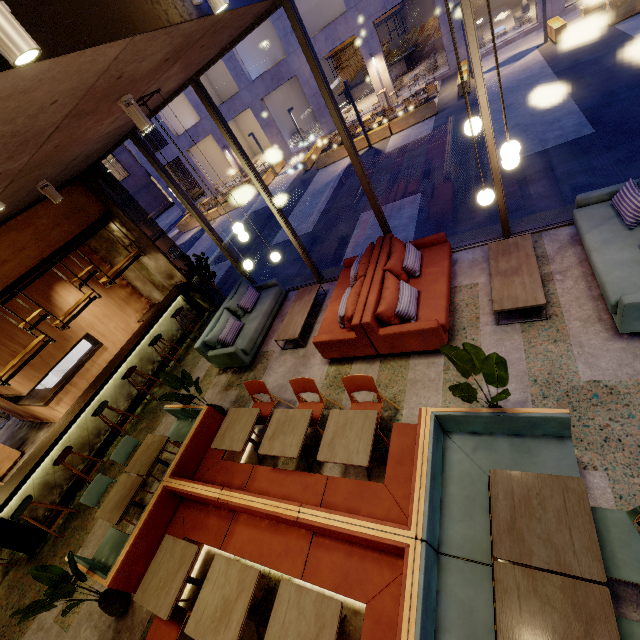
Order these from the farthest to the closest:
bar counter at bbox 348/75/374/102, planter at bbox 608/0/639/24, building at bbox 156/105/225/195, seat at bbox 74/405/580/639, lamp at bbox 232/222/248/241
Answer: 1. building at bbox 156/105/225/195
2. bar counter at bbox 348/75/374/102
3. planter at bbox 608/0/639/24
4. lamp at bbox 232/222/248/241
5. seat at bbox 74/405/580/639

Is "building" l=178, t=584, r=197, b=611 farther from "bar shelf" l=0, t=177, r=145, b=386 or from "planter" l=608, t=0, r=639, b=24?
"planter" l=608, t=0, r=639, b=24

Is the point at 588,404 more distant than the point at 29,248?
No

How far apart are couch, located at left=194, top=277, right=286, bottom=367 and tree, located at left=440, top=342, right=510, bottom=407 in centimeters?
448cm

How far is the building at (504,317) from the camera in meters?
4.4 m

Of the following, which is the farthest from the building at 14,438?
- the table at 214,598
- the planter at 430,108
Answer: the planter at 430,108

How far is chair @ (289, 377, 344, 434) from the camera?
4.45m

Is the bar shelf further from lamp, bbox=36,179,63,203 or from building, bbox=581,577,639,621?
lamp, bbox=36,179,63,203
